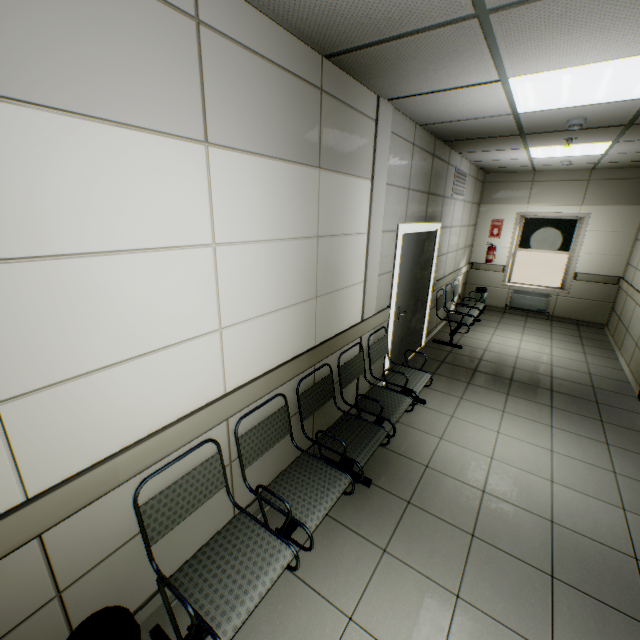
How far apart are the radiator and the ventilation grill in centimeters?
310cm

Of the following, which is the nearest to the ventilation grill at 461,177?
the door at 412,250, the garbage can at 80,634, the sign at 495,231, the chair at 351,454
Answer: the door at 412,250

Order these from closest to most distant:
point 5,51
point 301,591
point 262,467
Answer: point 5,51, point 301,591, point 262,467

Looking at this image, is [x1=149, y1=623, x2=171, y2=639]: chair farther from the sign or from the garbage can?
the sign

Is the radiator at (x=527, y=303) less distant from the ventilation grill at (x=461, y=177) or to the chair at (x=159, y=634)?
the ventilation grill at (x=461, y=177)

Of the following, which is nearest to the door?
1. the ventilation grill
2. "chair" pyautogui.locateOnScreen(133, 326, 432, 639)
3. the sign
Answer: "chair" pyautogui.locateOnScreen(133, 326, 432, 639)

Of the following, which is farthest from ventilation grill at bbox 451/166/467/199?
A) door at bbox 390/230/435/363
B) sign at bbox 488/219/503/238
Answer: sign at bbox 488/219/503/238

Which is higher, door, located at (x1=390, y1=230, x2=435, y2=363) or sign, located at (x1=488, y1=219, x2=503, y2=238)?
sign, located at (x1=488, y1=219, x2=503, y2=238)
